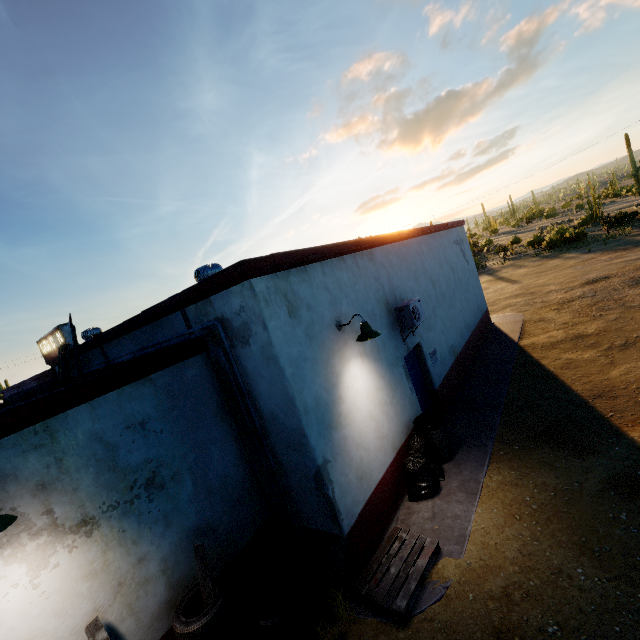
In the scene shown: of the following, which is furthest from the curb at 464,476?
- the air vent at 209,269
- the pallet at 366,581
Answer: the air vent at 209,269

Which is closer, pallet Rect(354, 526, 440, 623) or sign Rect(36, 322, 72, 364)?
pallet Rect(354, 526, 440, 623)

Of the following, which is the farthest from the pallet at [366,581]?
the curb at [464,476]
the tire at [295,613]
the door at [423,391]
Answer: the door at [423,391]

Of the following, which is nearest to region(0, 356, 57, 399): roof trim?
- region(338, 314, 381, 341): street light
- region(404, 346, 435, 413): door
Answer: region(338, 314, 381, 341): street light

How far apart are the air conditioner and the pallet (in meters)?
3.73

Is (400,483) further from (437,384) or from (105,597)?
(105,597)

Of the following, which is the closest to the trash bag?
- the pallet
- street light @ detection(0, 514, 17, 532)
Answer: the pallet

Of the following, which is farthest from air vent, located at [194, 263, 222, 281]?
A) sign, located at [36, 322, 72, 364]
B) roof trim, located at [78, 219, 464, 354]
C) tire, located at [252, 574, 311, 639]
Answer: sign, located at [36, 322, 72, 364]
